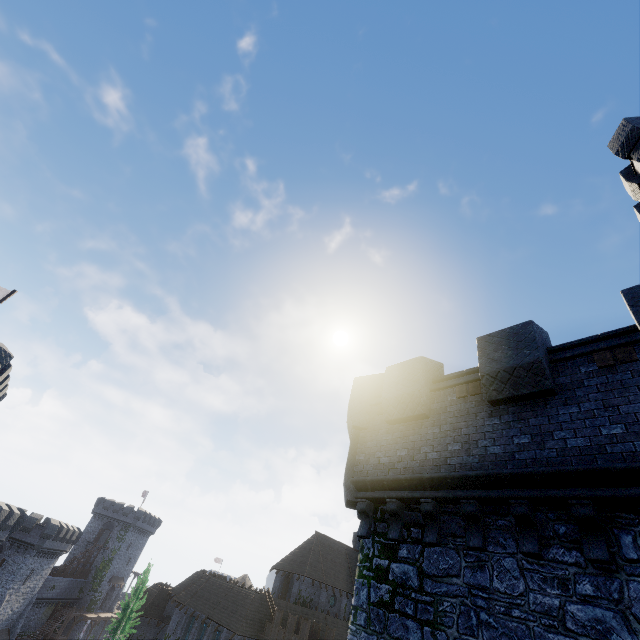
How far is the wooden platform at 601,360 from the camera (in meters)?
6.33

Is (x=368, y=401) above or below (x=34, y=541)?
above

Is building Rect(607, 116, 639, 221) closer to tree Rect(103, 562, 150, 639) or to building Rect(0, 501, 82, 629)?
building Rect(0, 501, 82, 629)

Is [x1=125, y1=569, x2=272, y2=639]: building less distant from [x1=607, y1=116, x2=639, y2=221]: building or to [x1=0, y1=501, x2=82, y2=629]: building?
[x1=0, y1=501, x2=82, y2=629]: building

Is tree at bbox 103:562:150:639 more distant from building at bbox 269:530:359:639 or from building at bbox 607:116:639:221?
building at bbox 607:116:639:221

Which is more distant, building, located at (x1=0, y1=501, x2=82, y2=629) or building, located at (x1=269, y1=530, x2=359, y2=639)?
building, located at (x1=0, y1=501, x2=82, y2=629)

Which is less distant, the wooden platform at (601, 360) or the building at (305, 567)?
the wooden platform at (601, 360)

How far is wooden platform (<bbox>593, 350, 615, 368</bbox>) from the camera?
6.3m
